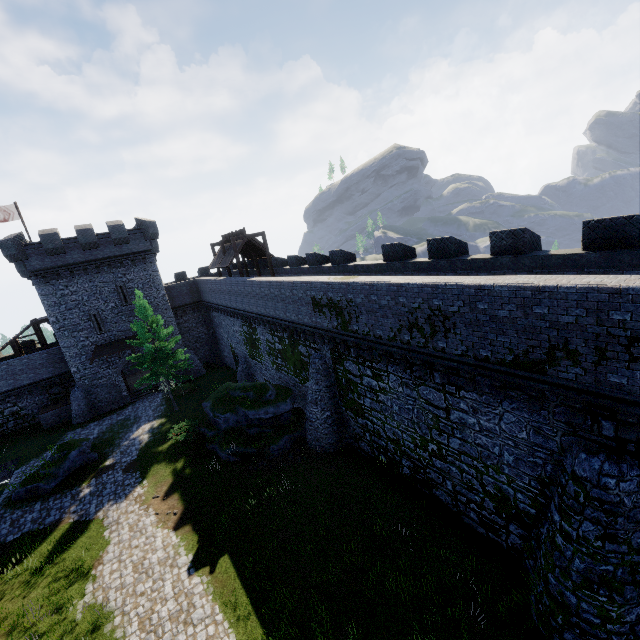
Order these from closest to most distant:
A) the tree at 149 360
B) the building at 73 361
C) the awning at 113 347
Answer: the tree at 149 360 < the building at 73 361 < the awning at 113 347

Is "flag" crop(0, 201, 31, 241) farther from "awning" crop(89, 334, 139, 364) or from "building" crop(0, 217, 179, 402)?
"awning" crop(89, 334, 139, 364)

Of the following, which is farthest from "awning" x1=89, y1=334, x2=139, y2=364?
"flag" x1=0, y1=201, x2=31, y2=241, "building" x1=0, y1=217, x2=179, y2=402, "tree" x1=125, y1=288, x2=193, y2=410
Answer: "flag" x1=0, y1=201, x2=31, y2=241

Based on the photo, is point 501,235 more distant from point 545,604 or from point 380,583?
point 380,583

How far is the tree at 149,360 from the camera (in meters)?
25.14

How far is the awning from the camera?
30.36m

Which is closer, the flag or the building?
the building

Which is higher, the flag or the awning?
the flag
